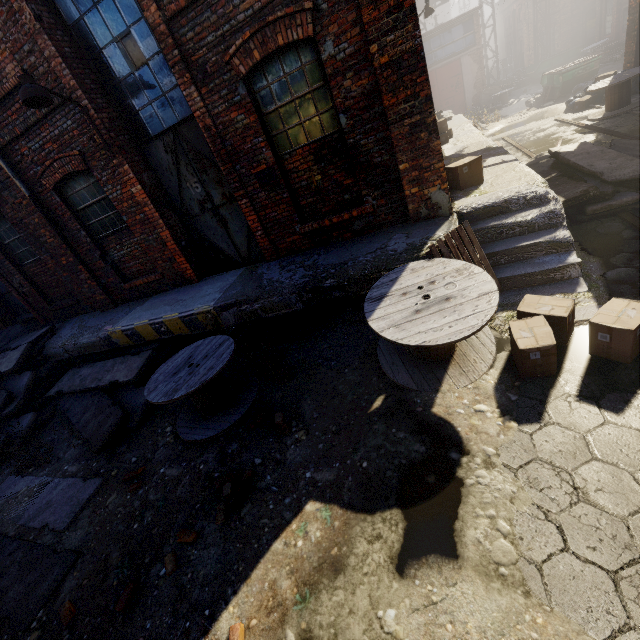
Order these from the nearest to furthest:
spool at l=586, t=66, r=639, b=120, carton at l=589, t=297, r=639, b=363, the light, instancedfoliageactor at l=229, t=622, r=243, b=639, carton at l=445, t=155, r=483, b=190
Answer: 1. instancedfoliageactor at l=229, t=622, r=243, b=639
2. carton at l=589, t=297, r=639, b=363
3. the light
4. carton at l=445, t=155, r=483, b=190
5. spool at l=586, t=66, r=639, b=120

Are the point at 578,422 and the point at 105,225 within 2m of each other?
no

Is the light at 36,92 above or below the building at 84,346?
above

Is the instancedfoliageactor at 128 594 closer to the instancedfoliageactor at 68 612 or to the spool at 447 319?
the instancedfoliageactor at 68 612

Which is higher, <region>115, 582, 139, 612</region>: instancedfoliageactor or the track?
the track

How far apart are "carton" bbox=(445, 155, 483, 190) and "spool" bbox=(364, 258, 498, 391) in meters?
2.5 m

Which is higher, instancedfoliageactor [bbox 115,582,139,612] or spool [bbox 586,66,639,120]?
spool [bbox 586,66,639,120]

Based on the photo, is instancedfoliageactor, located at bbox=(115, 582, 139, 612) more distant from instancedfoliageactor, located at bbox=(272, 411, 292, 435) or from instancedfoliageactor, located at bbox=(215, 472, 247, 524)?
instancedfoliageactor, located at bbox=(272, 411, 292, 435)
